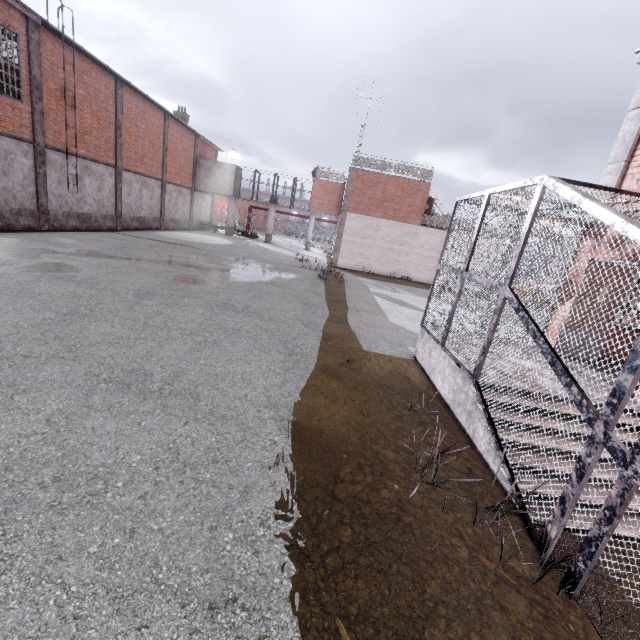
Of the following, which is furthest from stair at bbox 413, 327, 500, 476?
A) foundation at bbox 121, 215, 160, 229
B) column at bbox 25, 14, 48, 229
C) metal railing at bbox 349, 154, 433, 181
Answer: foundation at bbox 121, 215, 160, 229

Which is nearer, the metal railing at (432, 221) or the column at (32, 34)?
the column at (32, 34)

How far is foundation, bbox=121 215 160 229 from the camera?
22.7 meters

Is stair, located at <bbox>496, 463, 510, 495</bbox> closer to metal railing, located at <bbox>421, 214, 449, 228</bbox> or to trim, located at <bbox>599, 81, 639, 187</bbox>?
trim, located at <bbox>599, 81, 639, 187</bbox>

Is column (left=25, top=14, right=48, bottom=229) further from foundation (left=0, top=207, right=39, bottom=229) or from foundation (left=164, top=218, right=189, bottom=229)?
foundation (left=164, top=218, right=189, bottom=229)

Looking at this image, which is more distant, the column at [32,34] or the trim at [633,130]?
the column at [32,34]

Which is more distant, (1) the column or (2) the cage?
(1) the column

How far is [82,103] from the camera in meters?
17.3
